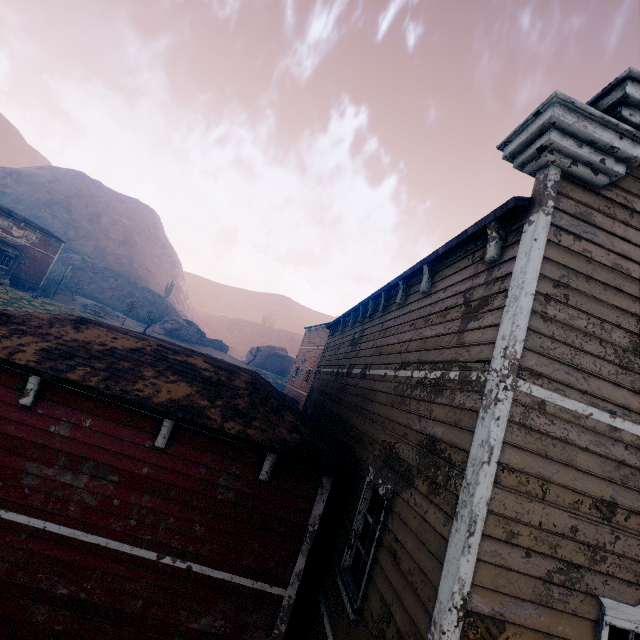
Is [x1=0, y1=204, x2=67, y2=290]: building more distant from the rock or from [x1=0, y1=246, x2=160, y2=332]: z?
the rock

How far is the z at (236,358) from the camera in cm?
4947

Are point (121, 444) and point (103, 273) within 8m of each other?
no

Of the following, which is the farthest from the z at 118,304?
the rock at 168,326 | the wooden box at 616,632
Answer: the wooden box at 616,632

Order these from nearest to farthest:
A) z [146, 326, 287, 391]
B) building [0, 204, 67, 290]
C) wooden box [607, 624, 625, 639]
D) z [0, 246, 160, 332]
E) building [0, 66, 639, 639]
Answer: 1. building [0, 66, 639, 639]
2. wooden box [607, 624, 625, 639]
3. z [0, 246, 160, 332]
4. building [0, 204, 67, 290]
5. z [146, 326, 287, 391]

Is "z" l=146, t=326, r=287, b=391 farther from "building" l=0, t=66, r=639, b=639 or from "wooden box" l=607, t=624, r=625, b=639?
"wooden box" l=607, t=624, r=625, b=639

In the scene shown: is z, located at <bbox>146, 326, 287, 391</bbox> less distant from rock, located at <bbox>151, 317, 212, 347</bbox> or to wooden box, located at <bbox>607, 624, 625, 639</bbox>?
rock, located at <bbox>151, 317, 212, 347</bbox>
